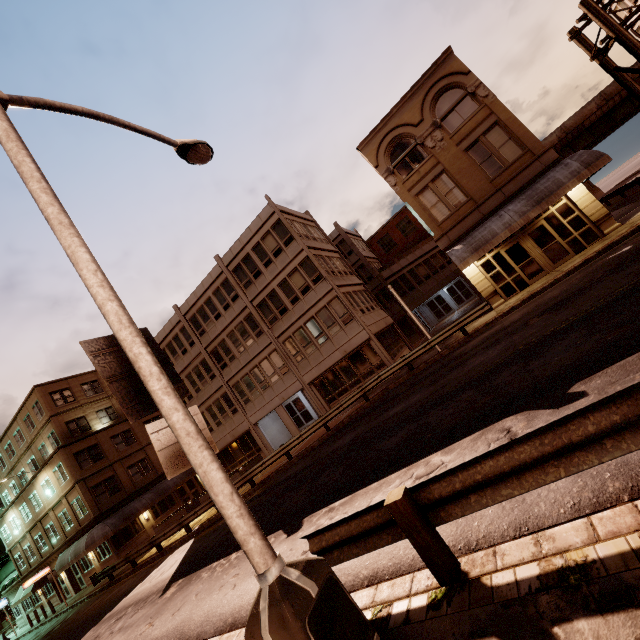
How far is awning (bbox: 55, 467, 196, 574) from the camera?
26.6 meters

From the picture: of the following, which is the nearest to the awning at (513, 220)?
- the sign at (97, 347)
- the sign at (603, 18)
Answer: the sign at (603, 18)

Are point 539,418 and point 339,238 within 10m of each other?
no

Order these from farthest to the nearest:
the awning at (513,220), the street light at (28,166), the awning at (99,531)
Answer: the awning at (99,531) < the awning at (513,220) < the street light at (28,166)

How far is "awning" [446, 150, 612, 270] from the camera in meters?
15.3 m

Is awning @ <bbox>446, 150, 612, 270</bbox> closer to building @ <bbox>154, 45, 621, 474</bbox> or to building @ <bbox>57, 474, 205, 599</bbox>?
building @ <bbox>154, 45, 621, 474</bbox>

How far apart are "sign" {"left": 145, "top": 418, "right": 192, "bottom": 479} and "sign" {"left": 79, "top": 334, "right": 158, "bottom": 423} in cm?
9

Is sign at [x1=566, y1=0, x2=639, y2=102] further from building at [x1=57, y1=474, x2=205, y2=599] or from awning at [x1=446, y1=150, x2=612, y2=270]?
building at [x1=57, y1=474, x2=205, y2=599]
